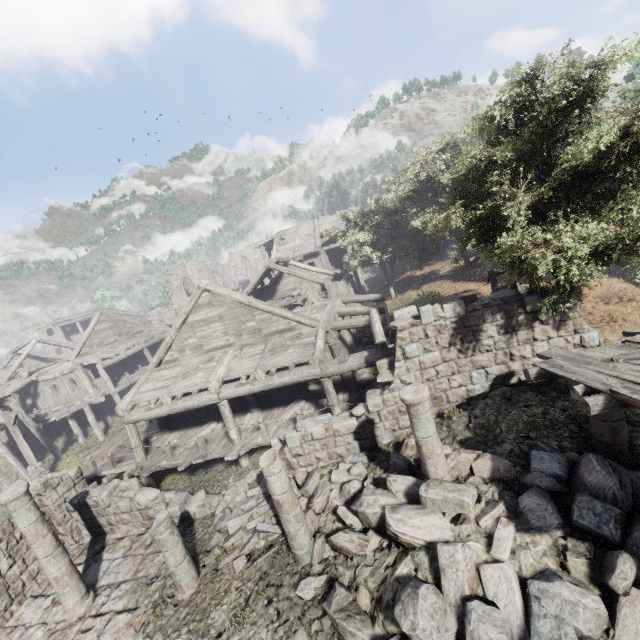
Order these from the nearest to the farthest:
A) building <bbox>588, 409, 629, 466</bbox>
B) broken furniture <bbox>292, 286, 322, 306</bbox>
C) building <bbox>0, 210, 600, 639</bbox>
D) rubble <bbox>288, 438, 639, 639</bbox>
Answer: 1. rubble <bbox>288, 438, 639, 639</bbox>
2. building <bbox>588, 409, 629, 466</bbox>
3. building <bbox>0, 210, 600, 639</bbox>
4. broken furniture <bbox>292, 286, 322, 306</bbox>

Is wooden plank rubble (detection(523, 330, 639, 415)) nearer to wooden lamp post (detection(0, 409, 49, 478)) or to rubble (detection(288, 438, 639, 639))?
rubble (detection(288, 438, 639, 639))

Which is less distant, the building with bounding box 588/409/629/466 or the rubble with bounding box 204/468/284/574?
the building with bounding box 588/409/629/466

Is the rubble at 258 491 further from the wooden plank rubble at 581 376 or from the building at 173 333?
the wooden plank rubble at 581 376

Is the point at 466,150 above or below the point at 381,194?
below

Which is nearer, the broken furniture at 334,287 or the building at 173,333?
the building at 173,333

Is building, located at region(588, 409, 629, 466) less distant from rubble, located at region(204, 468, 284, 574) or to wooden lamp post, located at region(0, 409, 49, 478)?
rubble, located at region(204, 468, 284, 574)
